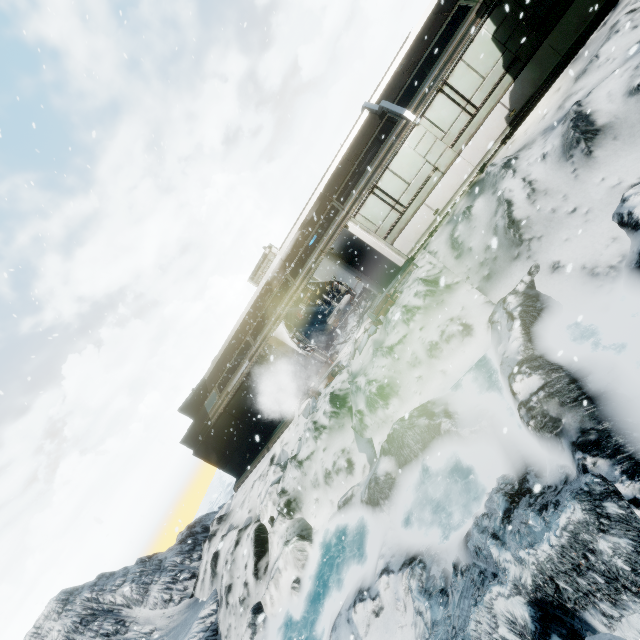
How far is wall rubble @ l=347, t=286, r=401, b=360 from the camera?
11.2m

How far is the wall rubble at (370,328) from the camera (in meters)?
11.22

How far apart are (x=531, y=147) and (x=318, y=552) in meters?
12.3 m
